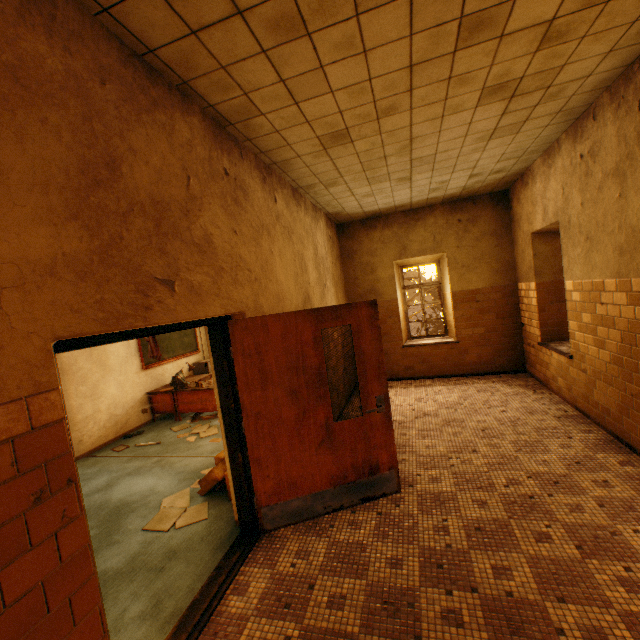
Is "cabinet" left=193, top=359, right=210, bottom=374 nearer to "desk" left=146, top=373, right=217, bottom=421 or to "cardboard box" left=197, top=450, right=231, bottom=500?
"desk" left=146, top=373, right=217, bottom=421

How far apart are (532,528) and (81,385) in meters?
7.0 m

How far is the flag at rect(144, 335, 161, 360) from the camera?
6.8 meters

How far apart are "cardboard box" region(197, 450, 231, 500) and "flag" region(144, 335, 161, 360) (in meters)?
3.32

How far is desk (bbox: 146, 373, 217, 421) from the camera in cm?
685

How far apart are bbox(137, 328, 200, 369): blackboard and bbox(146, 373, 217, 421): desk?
0.6m

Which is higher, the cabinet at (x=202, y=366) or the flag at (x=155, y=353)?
the flag at (x=155, y=353)

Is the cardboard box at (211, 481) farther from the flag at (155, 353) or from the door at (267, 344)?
the flag at (155, 353)
